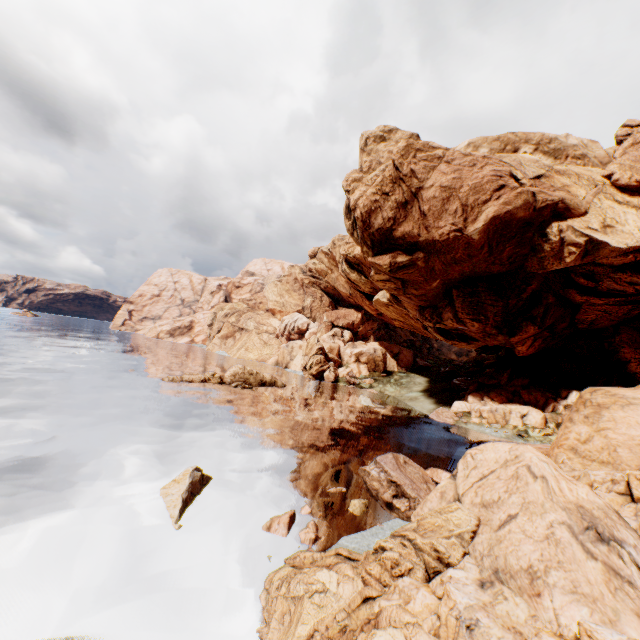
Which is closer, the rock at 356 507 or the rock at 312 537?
the rock at 312 537

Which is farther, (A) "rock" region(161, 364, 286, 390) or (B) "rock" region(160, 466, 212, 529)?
(A) "rock" region(161, 364, 286, 390)

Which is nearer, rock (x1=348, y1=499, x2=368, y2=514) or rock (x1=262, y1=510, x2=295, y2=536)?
rock (x1=262, y1=510, x2=295, y2=536)

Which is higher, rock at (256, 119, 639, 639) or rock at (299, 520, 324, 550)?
rock at (256, 119, 639, 639)

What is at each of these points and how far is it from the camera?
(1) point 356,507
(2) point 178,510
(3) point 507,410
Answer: (1) rock, 15.7 meters
(2) rock, 13.1 meters
(3) rock, 40.3 meters

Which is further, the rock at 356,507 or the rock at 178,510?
the rock at 356,507
